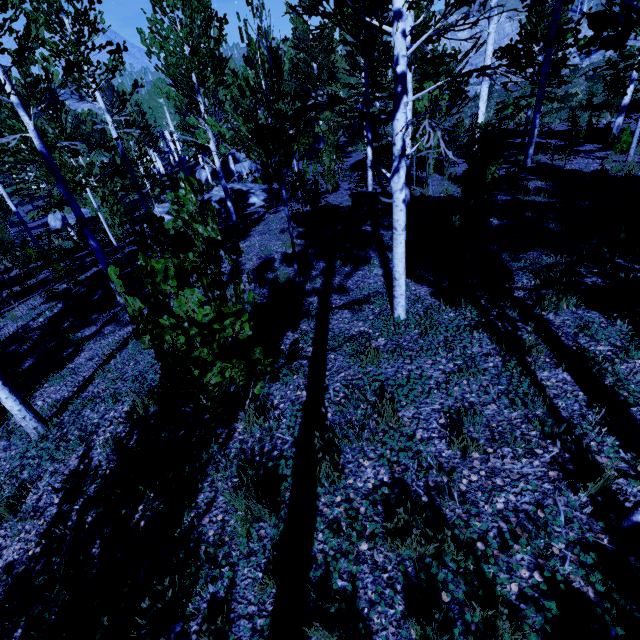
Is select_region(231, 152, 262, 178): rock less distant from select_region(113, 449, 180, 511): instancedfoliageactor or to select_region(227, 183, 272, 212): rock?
select_region(113, 449, 180, 511): instancedfoliageactor

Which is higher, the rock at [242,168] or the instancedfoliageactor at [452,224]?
the instancedfoliageactor at [452,224]

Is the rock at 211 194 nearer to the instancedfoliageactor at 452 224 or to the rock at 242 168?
the instancedfoliageactor at 452 224

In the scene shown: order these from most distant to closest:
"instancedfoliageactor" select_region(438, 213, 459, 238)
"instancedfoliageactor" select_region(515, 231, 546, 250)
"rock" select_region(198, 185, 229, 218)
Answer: "rock" select_region(198, 185, 229, 218), "instancedfoliageactor" select_region(438, 213, 459, 238), "instancedfoliageactor" select_region(515, 231, 546, 250)

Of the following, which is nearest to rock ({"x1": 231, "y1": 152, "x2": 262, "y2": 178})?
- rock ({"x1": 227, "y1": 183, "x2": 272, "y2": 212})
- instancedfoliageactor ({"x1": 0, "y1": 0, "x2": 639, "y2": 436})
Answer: instancedfoliageactor ({"x1": 0, "y1": 0, "x2": 639, "y2": 436})

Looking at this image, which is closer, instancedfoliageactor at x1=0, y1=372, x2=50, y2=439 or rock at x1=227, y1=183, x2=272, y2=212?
instancedfoliageactor at x1=0, y1=372, x2=50, y2=439

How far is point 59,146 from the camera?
9.8m
